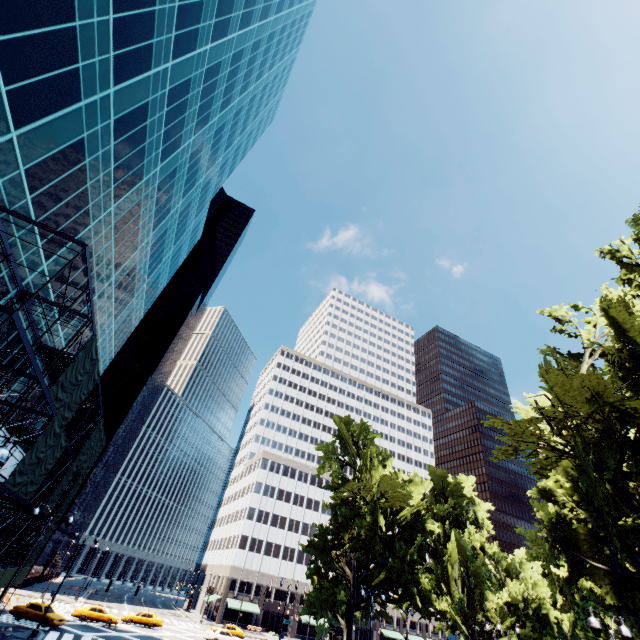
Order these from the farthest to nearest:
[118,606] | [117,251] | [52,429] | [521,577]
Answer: [521,577], [118,606], [117,251], [52,429]

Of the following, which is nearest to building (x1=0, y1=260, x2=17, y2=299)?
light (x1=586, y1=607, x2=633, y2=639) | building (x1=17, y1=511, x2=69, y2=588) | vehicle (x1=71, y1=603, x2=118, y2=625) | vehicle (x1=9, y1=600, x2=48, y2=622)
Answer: vehicle (x1=9, y1=600, x2=48, y2=622)

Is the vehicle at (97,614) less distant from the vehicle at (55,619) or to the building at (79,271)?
the vehicle at (55,619)

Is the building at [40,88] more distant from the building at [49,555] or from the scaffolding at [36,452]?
the building at [49,555]

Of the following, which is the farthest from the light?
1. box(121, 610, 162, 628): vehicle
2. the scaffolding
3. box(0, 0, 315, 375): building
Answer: box(121, 610, 162, 628): vehicle

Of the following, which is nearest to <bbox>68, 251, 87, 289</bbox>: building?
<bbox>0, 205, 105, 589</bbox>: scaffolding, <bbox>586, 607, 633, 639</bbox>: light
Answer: <bbox>0, 205, 105, 589</bbox>: scaffolding

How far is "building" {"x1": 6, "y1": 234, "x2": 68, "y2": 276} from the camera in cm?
1573

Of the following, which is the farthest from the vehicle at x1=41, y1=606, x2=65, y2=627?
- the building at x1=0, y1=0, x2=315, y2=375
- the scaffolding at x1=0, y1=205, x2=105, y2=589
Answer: the building at x1=0, y1=0, x2=315, y2=375
